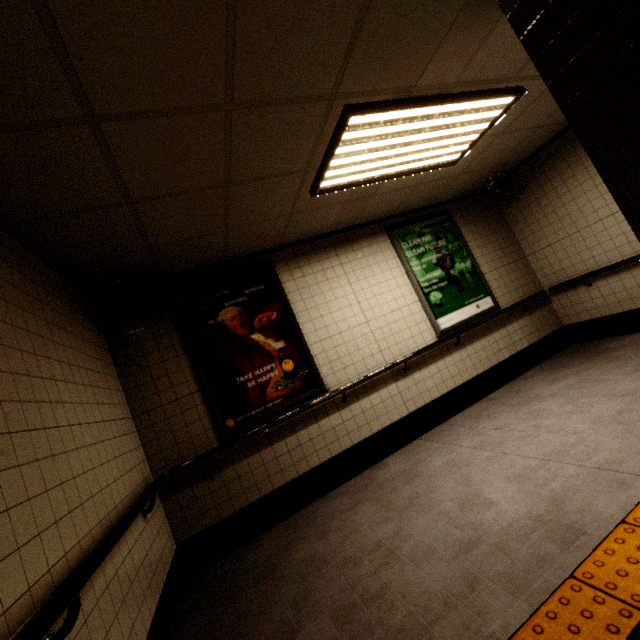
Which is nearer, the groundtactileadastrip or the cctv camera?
the groundtactileadastrip

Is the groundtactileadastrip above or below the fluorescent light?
below

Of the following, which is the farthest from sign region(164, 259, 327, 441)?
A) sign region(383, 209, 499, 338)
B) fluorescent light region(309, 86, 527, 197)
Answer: sign region(383, 209, 499, 338)

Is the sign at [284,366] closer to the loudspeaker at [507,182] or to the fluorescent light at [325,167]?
the fluorescent light at [325,167]

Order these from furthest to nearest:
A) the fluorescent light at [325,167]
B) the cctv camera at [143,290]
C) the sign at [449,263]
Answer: the sign at [449,263] < the cctv camera at [143,290] < the fluorescent light at [325,167]

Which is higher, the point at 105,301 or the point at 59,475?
the point at 105,301

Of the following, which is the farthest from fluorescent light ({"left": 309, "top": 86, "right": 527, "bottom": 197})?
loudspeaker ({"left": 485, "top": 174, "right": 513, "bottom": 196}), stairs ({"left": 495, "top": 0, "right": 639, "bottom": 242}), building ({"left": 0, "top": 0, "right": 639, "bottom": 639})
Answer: loudspeaker ({"left": 485, "top": 174, "right": 513, "bottom": 196})

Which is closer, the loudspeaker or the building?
the building
